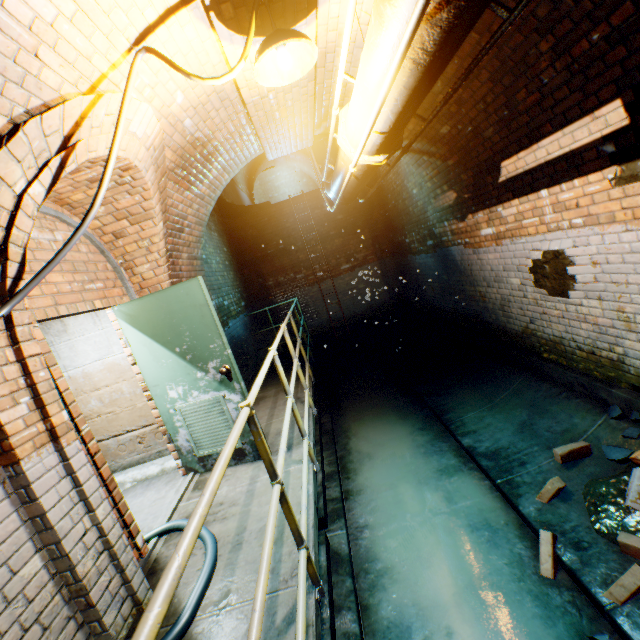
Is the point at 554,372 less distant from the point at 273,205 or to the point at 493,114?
the point at 493,114

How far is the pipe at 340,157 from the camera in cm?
332

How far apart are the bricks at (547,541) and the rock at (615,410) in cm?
92

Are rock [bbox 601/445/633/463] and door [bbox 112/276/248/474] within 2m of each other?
no

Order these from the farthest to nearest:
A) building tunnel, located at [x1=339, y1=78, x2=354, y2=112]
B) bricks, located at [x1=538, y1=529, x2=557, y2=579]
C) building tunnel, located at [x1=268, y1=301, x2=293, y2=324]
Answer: building tunnel, located at [x1=268, y1=301, x2=293, y2=324], building tunnel, located at [x1=339, y1=78, x2=354, y2=112], bricks, located at [x1=538, y1=529, x2=557, y2=579]

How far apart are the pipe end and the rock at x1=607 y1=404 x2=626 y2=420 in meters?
3.3 m

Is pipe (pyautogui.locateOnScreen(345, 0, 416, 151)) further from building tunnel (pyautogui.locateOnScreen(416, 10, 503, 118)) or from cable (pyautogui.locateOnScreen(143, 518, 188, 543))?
cable (pyautogui.locateOnScreen(143, 518, 188, 543))

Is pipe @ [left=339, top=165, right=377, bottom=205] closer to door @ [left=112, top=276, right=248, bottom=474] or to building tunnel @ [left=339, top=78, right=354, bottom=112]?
building tunnel @ [left=339, top=78, right=354, bottom=112]
